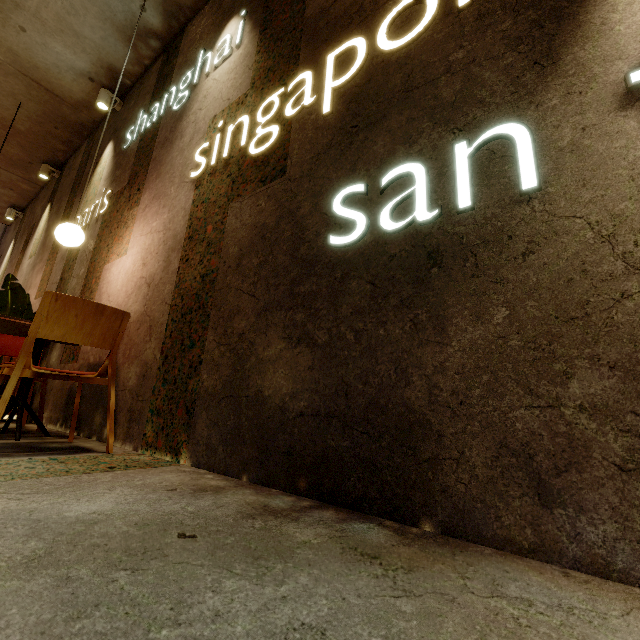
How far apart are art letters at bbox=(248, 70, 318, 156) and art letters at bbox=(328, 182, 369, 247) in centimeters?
56cm

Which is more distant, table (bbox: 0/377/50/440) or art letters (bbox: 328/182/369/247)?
table (bbox: 0/377/50/440)

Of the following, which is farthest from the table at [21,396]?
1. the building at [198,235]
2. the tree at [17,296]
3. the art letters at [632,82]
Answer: the art letters at [632,82]

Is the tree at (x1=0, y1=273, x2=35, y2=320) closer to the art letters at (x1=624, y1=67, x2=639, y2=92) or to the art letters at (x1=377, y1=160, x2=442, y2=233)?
the art letters at (x1=377, y1=160, x2=442, y2=233)

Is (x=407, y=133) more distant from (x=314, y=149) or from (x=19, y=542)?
(x=19, y=542)

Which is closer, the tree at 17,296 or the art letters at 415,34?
the art letters at 415,34

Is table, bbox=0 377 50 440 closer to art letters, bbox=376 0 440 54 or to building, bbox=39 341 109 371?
building, bbox=39 341 109 371

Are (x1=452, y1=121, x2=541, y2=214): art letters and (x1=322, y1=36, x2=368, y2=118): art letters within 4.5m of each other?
yes
